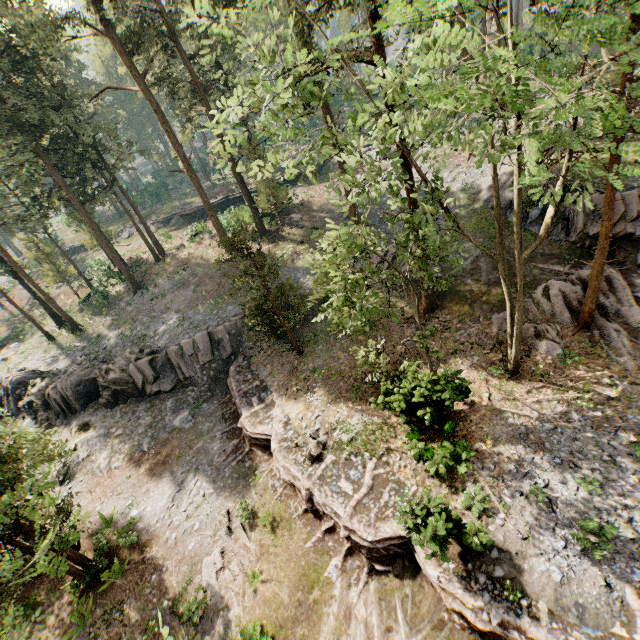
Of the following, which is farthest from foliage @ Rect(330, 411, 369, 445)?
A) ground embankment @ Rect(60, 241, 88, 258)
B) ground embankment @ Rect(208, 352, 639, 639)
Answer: ground embankment @ Rect(60, 241, 88, 258)

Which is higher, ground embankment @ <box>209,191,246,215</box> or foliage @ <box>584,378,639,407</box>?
ground embankment @ <box>209,191,246,215</box>

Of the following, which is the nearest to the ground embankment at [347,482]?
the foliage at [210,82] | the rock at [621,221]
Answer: the foliage at [210,82]

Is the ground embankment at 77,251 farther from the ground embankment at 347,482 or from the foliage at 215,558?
the ground embankment at 347,482

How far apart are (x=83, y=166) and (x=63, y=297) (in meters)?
21.53

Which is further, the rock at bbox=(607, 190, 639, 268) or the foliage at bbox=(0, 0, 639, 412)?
the rock at bbox=(607, 190, 639, 268)

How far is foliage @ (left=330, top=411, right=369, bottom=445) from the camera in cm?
1573
